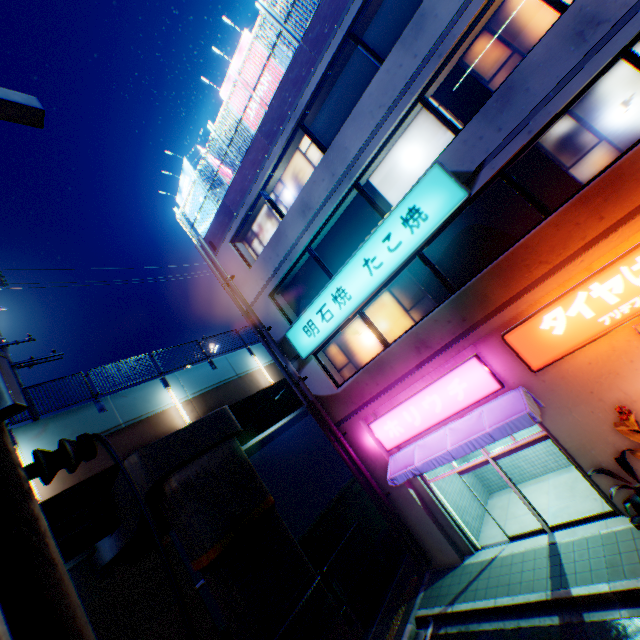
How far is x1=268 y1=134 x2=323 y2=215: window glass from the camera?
11.3m

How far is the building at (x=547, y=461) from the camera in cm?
1116

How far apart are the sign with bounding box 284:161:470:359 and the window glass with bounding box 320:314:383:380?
0.5m

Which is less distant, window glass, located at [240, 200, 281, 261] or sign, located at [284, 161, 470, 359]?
sign, located at [284, 161, 470, 359]

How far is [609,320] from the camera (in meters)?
7.17

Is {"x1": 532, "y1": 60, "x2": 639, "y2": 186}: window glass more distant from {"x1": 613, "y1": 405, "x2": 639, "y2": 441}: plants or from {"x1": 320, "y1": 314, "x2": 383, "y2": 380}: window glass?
→ {"x1": 613, "y1": 405, "x2": 639, "y2": 441}: plants

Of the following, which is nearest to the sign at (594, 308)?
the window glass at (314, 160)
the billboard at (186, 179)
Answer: the window glass at (314, 160)

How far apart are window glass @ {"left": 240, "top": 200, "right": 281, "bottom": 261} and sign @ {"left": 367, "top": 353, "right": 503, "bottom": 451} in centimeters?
757cm
